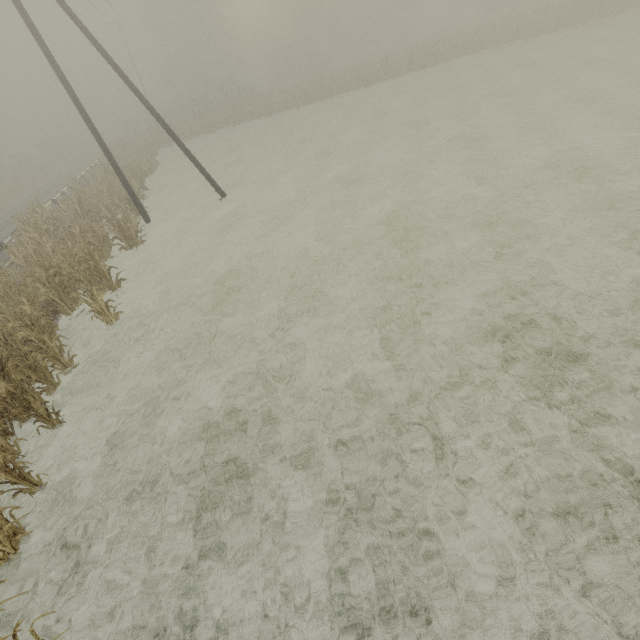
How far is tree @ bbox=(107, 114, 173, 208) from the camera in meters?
20.7 m

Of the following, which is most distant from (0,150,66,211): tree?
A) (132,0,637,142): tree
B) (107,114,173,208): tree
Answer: (132,0,637,142): tree

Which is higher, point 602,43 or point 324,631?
point 602,43

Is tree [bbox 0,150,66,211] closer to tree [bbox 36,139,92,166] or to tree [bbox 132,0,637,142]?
tree [bbox 36,139,92,166]

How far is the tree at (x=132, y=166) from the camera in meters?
20.7

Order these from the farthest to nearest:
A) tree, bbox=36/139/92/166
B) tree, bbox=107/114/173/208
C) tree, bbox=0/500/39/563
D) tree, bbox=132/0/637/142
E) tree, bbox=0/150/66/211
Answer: tree, bbox=36/139/92/166
tree, bbox=0/150/66/211
tree, bbox=132/0/637/142
tree, bbox=107/114/173/208
tree, bbox=0/500/39/563
